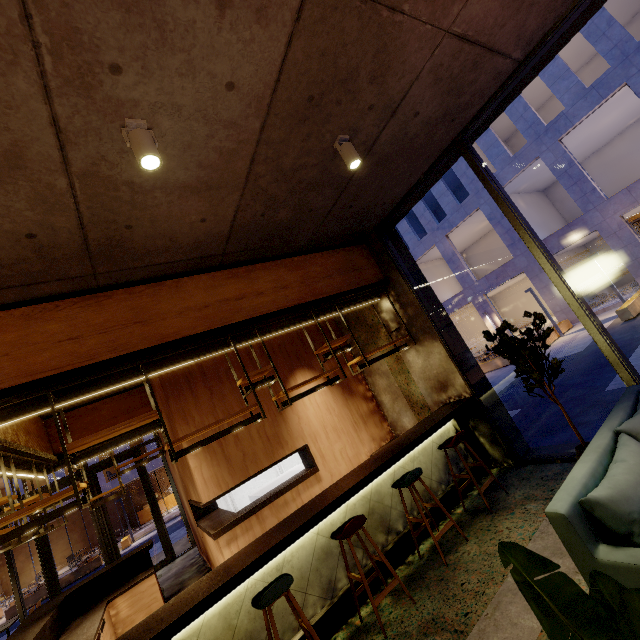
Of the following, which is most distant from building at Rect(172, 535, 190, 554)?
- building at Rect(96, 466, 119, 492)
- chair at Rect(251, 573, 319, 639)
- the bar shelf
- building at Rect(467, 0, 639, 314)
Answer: building at Rect(467, 0, 639, 314)

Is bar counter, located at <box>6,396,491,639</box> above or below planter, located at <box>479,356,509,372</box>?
above

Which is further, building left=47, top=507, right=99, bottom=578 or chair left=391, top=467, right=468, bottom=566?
building left=47, top=507, right=99, bottom=578

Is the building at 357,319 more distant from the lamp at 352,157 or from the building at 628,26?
the building at 628,26

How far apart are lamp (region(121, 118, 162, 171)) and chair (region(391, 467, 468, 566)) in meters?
4.1 m

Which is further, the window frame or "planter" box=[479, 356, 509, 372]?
"planter" box=[479, 356, 509, 372]

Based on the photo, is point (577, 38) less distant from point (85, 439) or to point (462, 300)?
point (462, 300)

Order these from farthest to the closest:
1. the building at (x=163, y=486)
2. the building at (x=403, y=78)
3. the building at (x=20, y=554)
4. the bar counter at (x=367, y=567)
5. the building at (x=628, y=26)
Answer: the building at (x=163, y=486) < the building at (x=20, y=554) < the building at (x=628, y=26) < the bar counter at (x=367, y=567) < the building at (x=403, y=78)
